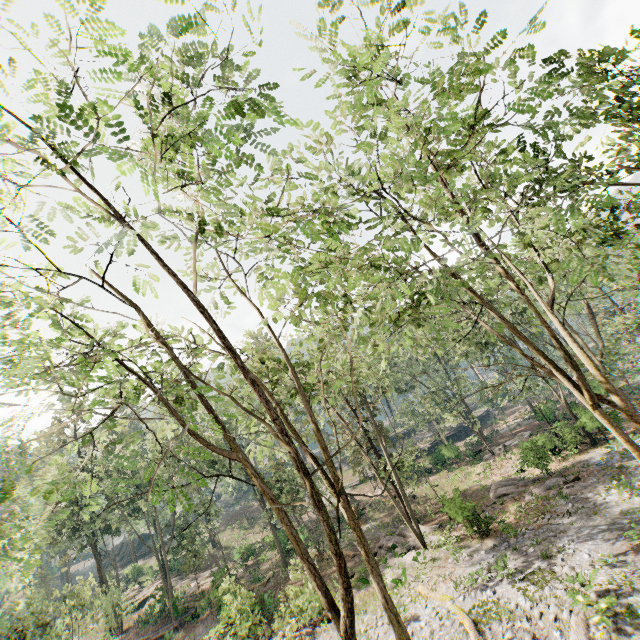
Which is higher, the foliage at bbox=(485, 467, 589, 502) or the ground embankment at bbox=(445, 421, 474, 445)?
the ground embankment at bbox=(445, 421, 474, 445)

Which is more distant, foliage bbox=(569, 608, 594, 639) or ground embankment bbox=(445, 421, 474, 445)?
ground embankment bbox=(445, 421, 474, 445)

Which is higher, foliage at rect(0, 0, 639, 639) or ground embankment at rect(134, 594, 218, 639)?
foliage at rect(0, 0, 639, 639)

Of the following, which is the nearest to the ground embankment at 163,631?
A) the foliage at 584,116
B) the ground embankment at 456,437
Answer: the foliage at 584,116

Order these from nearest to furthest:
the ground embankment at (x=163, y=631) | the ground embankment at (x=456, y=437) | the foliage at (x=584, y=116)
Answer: the foliage at (x=584, y=116)
the ground embankment at (x=163, y=631)
the ground embankment at (x=456, y=437)

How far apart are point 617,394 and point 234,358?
11.72m

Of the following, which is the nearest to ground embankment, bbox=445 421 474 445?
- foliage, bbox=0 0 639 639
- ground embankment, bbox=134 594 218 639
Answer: foliage, bbox=0 0 639 639
